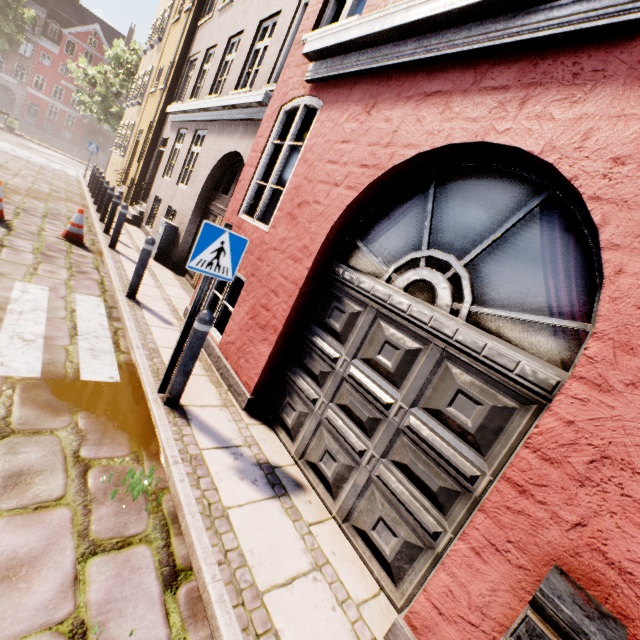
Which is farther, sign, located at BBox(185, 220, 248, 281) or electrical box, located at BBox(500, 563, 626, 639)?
sign, located at BBox(185, 220, 248, 281)

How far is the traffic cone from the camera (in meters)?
7.11

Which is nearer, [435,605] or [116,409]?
[435,605]

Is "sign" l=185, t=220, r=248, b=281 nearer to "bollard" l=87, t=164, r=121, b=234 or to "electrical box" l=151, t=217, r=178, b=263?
"electrical box" l=151, t=217, r=178, b=263

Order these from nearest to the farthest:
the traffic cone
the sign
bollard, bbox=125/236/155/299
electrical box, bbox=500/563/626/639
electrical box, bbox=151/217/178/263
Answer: electrical box, bbox=500/563/626/639 → the sign → bollard, bbox=125/236/155/299 → the traffic cone → electrical box, bbox=151/217/178/263

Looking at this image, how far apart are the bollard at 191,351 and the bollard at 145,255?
2.8m

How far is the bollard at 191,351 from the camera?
3.2 meters

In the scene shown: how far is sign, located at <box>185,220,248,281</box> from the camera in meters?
3.0 m
